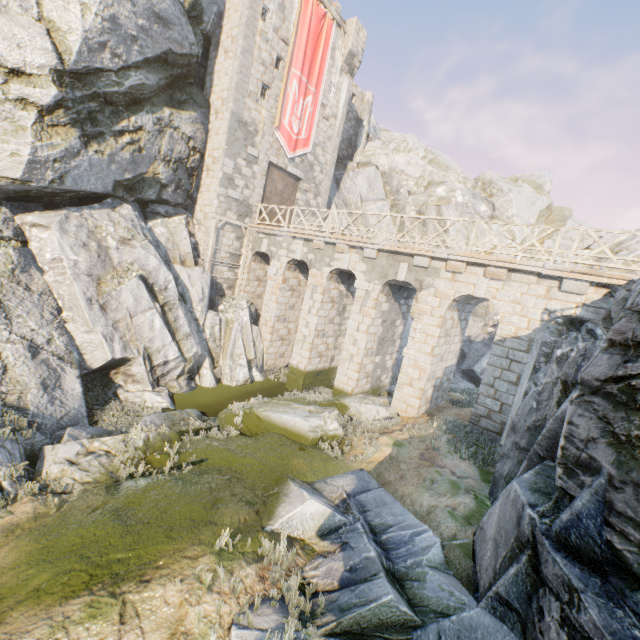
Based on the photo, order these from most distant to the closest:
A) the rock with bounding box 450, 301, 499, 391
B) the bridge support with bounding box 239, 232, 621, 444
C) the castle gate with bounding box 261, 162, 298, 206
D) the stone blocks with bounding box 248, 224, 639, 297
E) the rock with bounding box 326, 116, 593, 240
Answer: the rock with bounding box 326, 116, 593, 240, the rock with bounding box 450, 301, 499, 391, the castle gate with bounding box 261, 162, 298, 206, the bridge support with bounding box 239, 232, 621, 444, the stone blocks with bounding box 248, 224, 639, 297

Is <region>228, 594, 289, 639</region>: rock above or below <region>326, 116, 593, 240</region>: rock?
below

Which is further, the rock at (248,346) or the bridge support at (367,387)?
the bridge support at (367,387)

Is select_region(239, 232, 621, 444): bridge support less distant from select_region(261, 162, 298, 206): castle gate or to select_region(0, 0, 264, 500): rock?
select_region(0, 0, 264, 500): rock

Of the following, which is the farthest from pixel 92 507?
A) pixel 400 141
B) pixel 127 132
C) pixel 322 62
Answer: pixel 400 141

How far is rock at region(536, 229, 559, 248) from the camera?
28.45m

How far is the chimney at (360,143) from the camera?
28.7m
